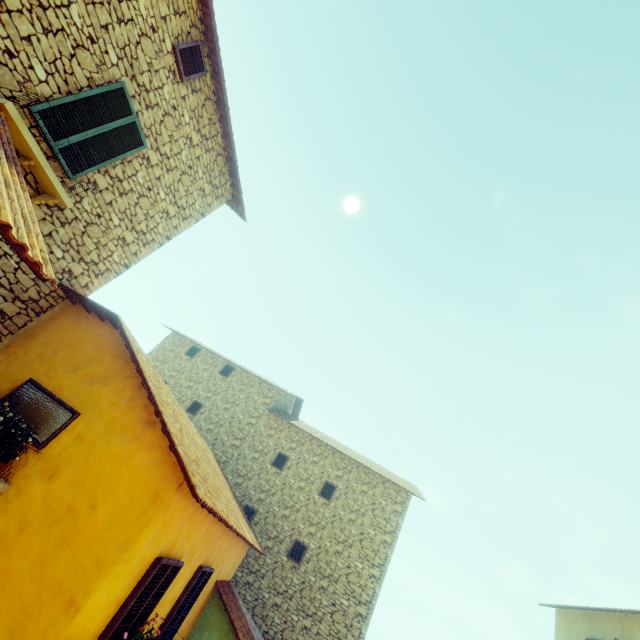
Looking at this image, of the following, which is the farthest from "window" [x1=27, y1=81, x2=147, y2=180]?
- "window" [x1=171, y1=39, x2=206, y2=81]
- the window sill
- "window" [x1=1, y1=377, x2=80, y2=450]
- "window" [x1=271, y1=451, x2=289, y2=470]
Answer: "window" [x1=271, y1=451, x2=289, y2=470]

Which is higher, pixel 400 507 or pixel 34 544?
pixel 400 507

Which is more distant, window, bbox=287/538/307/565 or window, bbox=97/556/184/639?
window, bbox=287/538/307/565

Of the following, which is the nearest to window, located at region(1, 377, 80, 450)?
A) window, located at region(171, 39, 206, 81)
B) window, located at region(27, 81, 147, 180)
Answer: window, located at region(27, 81, 147, 180)

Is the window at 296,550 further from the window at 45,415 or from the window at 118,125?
the window at 118,125

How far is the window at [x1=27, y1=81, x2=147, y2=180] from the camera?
5.1m

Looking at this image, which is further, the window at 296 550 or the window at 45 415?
the window at 296 550
